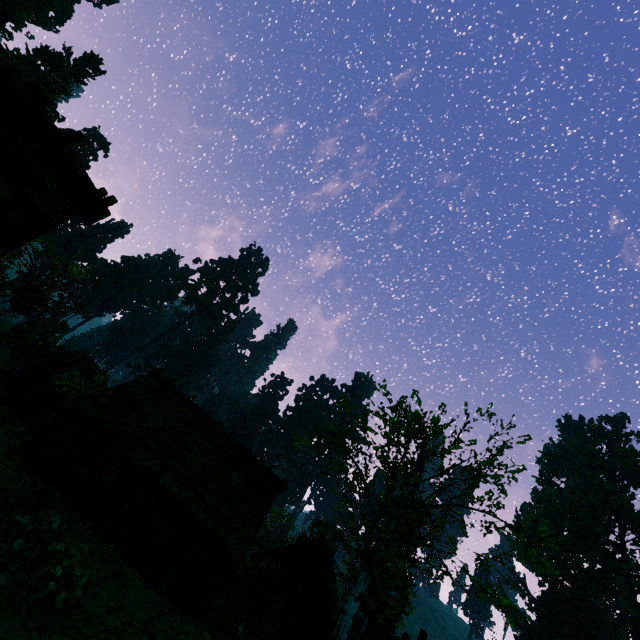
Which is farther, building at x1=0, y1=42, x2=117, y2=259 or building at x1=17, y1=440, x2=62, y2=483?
building at x1=17, y1=440, x2=62, y2=483

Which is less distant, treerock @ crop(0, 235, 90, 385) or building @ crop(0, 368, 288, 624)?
building @ crop(0, 368, 288, 624)

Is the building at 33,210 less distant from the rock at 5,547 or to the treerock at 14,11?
the treerock at 14,11

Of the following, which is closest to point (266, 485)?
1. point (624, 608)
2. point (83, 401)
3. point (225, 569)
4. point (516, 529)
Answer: point (225, 569)

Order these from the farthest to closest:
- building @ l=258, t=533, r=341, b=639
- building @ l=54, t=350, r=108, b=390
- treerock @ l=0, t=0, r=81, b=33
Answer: treerock @ l=0, t=0, r=81, b=33
building @ l=54, t=350, r=108, b=390
building @ l=258, t=533, r=341, b=639

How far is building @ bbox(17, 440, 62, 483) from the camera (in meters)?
16.16

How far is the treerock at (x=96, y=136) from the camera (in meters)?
57.41
